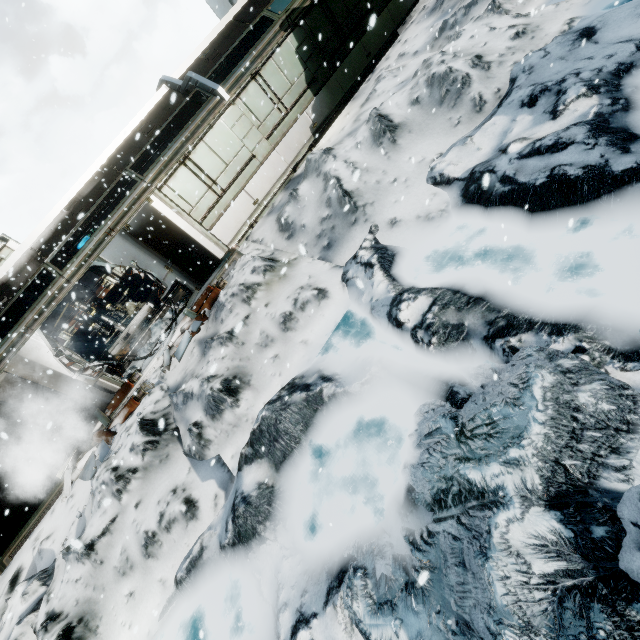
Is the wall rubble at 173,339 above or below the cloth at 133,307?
below

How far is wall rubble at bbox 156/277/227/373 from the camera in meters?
8.8

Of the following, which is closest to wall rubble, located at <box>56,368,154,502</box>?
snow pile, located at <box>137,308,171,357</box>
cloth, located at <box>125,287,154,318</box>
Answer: snow pile, located at <box>137,308,171,357</box>

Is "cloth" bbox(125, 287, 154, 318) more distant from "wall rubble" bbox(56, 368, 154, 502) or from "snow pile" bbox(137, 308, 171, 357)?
"wall rubble" bbox(56, 368, 154, 502)

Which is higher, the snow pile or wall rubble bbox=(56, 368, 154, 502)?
the snow pile

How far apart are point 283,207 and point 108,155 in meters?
6.6 m

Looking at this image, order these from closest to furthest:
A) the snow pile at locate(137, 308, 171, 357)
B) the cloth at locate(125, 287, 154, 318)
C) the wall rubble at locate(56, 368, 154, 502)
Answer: the wall rubble at locate(56, 368, 154, 502) → the snow pile at locate(137, 308, 171, 357) → the cloth at locate(125, 287, 154, 318)

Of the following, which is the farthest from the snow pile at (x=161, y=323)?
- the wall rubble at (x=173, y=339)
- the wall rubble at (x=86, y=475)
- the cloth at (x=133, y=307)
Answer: the cloth at (x=133, y=307)
